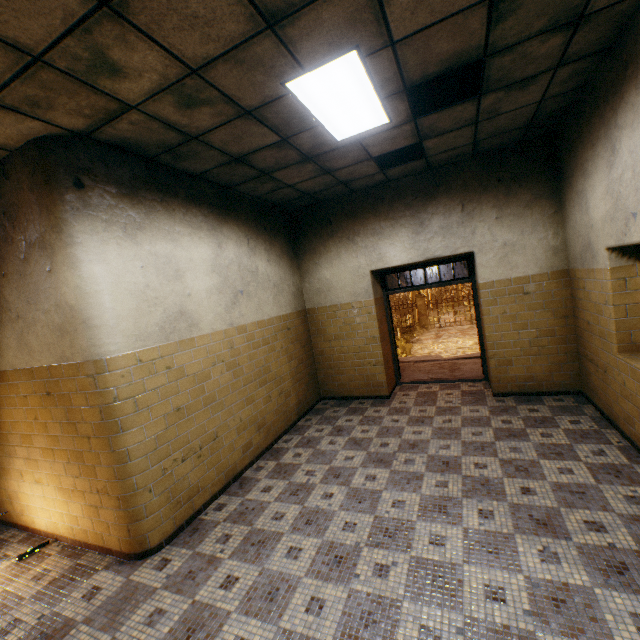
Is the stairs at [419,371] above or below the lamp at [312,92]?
below

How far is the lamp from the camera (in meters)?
2.55

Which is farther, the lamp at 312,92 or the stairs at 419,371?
the stairs at 419,371

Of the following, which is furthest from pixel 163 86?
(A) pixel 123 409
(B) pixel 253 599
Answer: (B) pixel 253 599

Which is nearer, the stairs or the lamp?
the lamp

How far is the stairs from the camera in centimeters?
711cm

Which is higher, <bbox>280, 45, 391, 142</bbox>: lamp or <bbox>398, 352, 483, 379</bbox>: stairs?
<bbox>280, 45, 391, 142</bbox>: lamp
